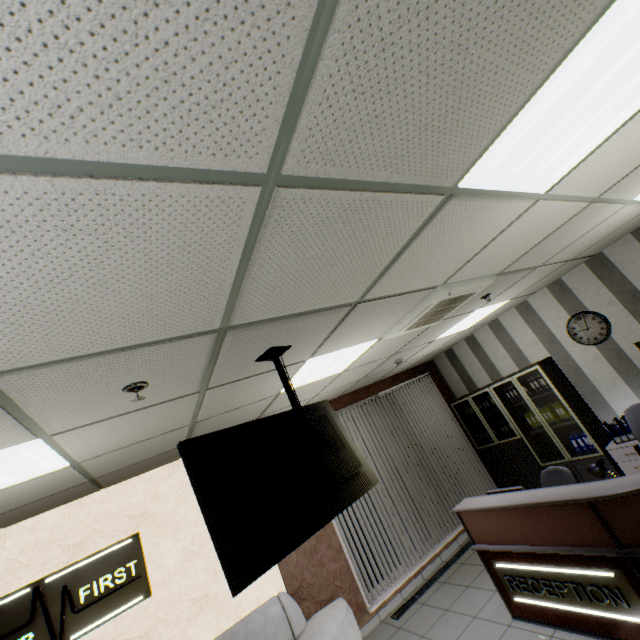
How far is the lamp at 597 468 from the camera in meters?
3.0

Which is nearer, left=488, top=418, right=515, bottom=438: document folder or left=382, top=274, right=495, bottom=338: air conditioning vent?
left=382, top=274, right=495, bottom=338: air conditioning vent

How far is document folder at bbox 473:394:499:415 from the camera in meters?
6.6

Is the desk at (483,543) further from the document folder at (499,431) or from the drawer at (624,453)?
the document folder at (499,431)

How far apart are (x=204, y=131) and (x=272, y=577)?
5.6 meters

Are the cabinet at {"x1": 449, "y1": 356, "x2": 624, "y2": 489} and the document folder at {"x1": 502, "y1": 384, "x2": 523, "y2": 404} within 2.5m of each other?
yes

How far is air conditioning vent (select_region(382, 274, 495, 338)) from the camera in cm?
304

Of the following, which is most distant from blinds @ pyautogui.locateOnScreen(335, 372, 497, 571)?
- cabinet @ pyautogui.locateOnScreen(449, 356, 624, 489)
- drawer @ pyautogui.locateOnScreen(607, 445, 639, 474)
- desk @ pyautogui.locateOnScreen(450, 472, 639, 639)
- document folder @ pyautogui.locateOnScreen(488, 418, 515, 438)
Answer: drawer @ pyautogui.locateOnScreen(607, 445, 639, 474)
